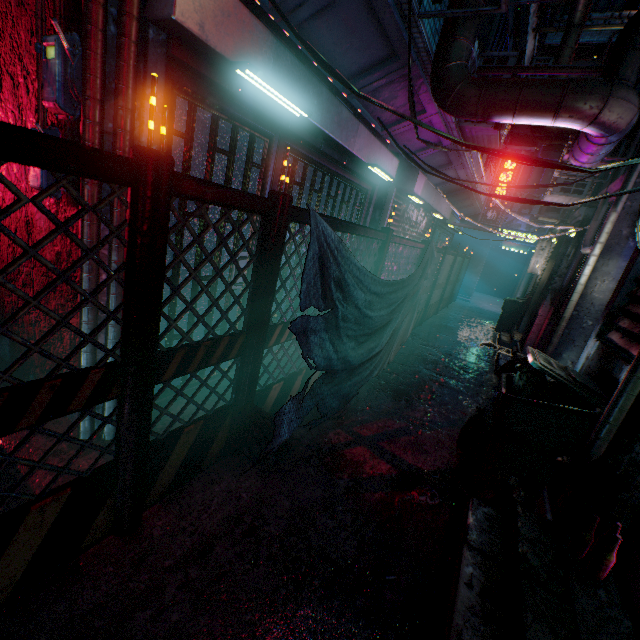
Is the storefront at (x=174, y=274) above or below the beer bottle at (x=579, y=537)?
above

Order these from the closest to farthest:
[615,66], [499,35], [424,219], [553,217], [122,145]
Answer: [122,145] < [615,66] < [499,35] < [553,217] < [424,219]

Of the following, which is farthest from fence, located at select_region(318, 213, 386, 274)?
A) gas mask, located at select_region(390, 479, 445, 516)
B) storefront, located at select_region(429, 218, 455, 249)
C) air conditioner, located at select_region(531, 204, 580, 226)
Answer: storefront, located at select_region(429, 218, 455, 249)

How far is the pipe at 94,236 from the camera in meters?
1.8 m

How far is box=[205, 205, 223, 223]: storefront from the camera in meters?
2.4

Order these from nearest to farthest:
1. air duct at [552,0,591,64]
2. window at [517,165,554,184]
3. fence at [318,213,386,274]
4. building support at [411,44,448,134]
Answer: fence at [318,213,386,274] → building support at [411,44,448,134] → air duct at [552,0,591,64] → window at [517,165,554,184]

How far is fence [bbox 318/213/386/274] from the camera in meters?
2.5 m

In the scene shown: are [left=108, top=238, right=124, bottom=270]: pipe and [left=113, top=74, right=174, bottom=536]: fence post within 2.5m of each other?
yes
